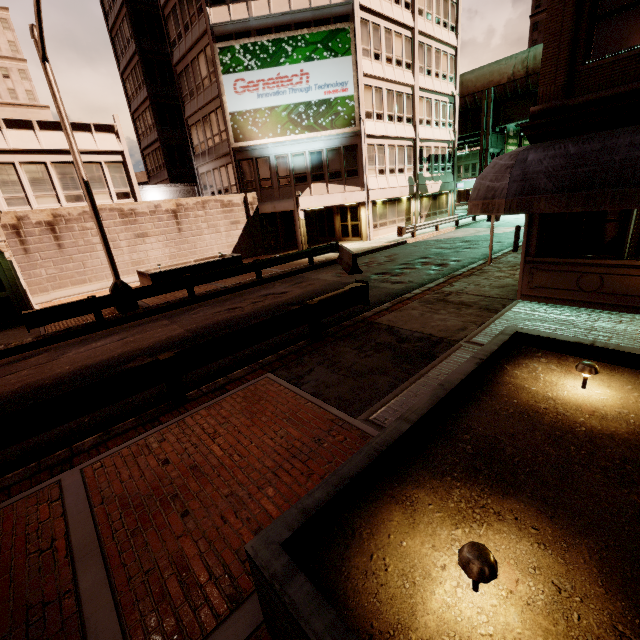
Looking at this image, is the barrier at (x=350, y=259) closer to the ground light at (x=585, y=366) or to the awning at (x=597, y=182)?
the awning at (x=597, y=182)

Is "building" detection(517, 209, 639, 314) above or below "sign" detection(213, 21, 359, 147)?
below

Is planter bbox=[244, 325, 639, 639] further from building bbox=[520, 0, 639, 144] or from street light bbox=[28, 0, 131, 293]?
street light bbox=[28, 0, 131, 293]

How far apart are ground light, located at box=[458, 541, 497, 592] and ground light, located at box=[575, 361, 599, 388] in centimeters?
279cm

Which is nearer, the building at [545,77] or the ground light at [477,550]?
the ground light at [477,550]

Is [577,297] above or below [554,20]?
below

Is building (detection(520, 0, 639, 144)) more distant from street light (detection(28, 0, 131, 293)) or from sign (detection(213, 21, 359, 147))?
sign (detection(213, 21, 359, 147))

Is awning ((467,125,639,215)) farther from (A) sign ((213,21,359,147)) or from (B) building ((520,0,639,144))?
(A) sign ((213,21,359,147))
